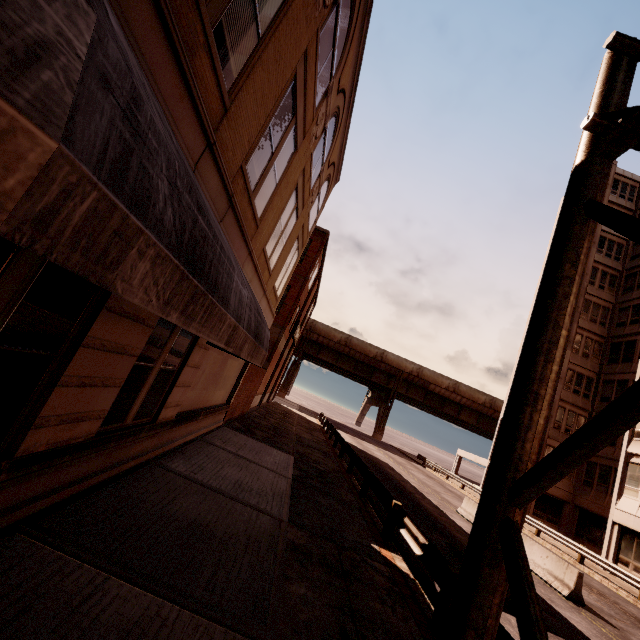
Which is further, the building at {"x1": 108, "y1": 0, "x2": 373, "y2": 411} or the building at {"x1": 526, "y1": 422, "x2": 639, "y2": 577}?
the building at {"x1": 526, "y1": 422, "x2": 639, "y2": 577}

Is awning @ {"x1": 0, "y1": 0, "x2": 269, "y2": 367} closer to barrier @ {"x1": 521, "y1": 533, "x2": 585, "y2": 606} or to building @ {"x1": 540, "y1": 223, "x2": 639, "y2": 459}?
barrier @ {"x1": 521, "y1": 533, "x2": 585, "y2": 606}

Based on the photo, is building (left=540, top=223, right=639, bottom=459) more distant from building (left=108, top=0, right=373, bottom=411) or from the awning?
building (left=108, top=0, right=373, bottom=411)

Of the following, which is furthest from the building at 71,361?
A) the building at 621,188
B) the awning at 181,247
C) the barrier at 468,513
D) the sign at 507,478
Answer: the building at 621,188

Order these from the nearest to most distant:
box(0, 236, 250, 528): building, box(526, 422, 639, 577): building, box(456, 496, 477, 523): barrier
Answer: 1. box(0, 236, 250, 528): building
2. box(456, 496, 477, 523): barrier
3. box(526, 422, 639, 577): building

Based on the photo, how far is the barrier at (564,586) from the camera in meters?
11.2 m

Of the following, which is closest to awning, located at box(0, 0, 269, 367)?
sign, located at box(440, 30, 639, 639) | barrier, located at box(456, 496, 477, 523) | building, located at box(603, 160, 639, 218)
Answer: sign, located at box(440, 30, 639, 639)

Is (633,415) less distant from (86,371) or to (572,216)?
(572,216)
